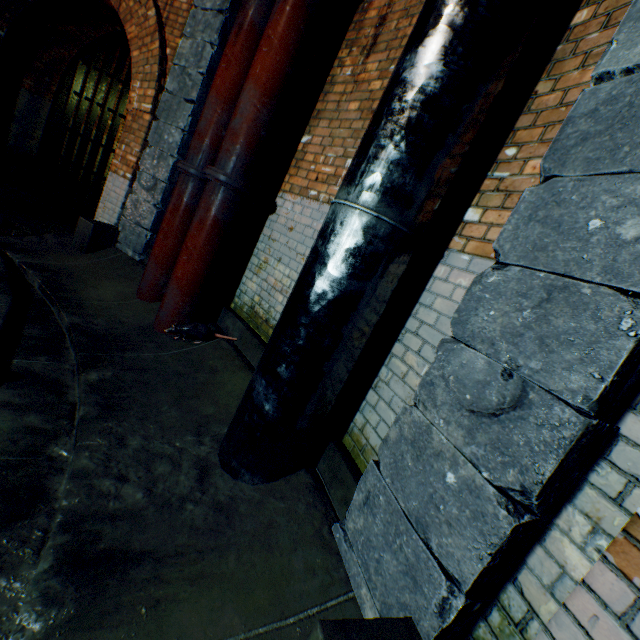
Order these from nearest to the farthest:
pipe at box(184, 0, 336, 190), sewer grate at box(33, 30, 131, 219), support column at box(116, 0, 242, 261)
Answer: pipe at box(184, 0, 336, 190) < support column at box(116, 0, 242, 261) < sewer grate at box(33, 30, 131, 219)

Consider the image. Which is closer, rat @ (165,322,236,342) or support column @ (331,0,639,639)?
support column @ (331,0,639,639)

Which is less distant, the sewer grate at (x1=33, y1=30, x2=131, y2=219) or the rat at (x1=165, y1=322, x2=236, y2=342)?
the rat at (x1=165, y1=322, x2=236, y2=342)

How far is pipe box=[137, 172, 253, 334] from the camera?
3.4m

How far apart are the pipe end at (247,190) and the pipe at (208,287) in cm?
1

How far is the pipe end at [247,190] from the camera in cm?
320

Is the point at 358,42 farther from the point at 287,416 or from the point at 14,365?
the point at 14,365

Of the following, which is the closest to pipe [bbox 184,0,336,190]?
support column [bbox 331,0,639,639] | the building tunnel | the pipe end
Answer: the pipe end
